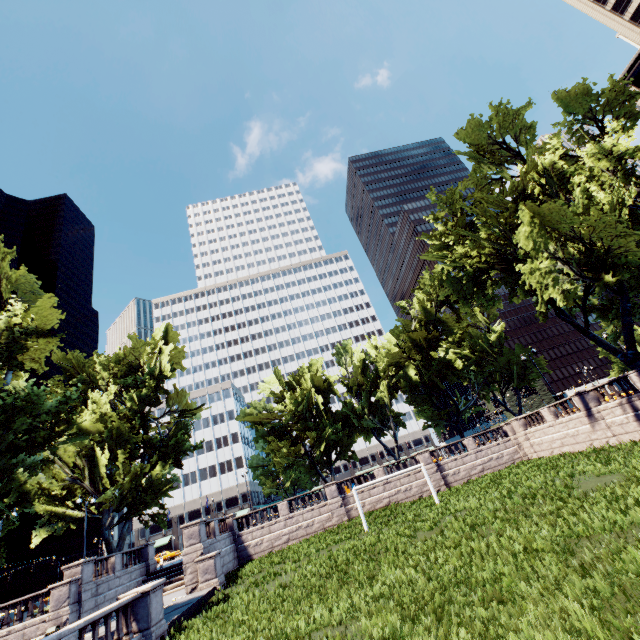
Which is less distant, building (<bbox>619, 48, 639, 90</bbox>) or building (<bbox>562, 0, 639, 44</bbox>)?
building (<bbox>619, 48, 639, 90</bbox>)

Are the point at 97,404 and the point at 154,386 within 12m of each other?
yes

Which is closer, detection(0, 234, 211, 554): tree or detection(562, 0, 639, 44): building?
detection(0, 234, 211, 554): tree

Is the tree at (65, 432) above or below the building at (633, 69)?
below

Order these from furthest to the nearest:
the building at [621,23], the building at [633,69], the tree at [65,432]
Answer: the building at [621,23], the building at [633,69], the tree at [65,432]

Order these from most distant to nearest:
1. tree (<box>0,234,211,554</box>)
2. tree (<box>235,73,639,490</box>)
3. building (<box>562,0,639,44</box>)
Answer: building (<box>562,0,639,44</box>), tree (<box>235,73,639,490</box>), tree (<box>0,234,211,554</box>)
